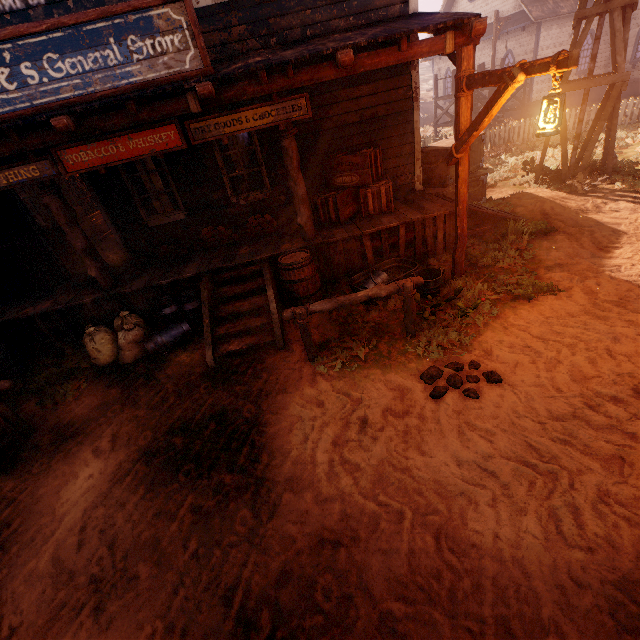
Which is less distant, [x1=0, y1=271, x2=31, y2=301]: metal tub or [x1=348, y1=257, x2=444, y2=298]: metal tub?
[x1=348, y1=257, x2=444, y2=298]: metal tub

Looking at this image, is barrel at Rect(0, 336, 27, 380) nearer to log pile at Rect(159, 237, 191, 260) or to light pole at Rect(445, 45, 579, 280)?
log pile at Rect(159, 237, 191, 260)

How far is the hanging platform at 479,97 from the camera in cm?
1712

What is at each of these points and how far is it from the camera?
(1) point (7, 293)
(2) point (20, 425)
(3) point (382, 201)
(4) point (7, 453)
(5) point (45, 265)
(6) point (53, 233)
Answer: (1) metal tub, 6.9m
(2) horse pole, 4.5m
(3) wooden box, 6.6m
(4) horse trough, 4.4m
(5) bp, 7.3m
(6) barrel, 7.7m

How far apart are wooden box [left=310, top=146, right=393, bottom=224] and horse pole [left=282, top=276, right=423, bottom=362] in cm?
268

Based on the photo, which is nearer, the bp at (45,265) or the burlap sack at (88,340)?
the burlap sack at (88,340)

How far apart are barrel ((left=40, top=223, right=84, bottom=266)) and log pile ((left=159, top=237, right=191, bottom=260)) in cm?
234

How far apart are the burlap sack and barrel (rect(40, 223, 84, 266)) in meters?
3.0
